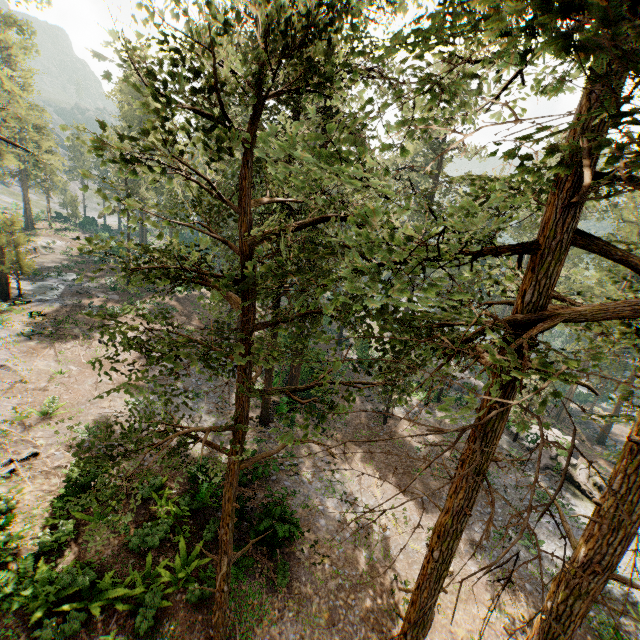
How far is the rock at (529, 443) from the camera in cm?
2721

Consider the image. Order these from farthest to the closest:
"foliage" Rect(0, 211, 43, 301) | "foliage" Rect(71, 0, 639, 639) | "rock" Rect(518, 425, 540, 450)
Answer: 1. "rock" Rect(518, 425, 540, 450)
2. "foliage" Rect(0, 211, 43, 301)
3. "foliage" Rect(71, 0, 639, 639)

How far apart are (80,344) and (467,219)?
27.02m

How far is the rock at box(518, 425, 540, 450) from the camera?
27.2 meters

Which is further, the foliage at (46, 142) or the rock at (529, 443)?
the rock at (529, 443)

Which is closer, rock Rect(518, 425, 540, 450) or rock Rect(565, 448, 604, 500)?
rock Rect(565, 448, 604, 500)
